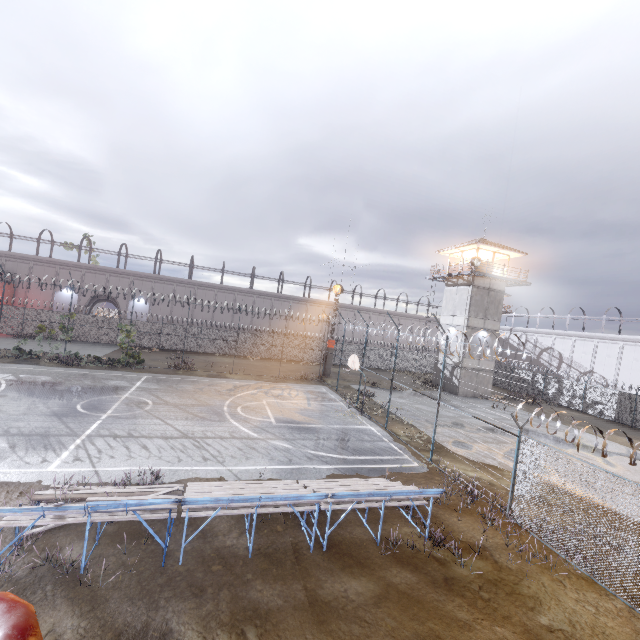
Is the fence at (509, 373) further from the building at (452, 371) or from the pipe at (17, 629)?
the building at (452, 371)

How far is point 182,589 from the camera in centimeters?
634cm

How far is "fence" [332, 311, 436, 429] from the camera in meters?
17.9

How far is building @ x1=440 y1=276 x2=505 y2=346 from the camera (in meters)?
31.08

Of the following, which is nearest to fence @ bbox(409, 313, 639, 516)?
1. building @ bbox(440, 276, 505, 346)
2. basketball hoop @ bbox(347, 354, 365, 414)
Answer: basketball hoop @ bbox(347, 354, 365, 414)

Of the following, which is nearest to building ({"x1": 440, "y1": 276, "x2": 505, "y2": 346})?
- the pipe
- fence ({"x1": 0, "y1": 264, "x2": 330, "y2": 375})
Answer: fence ({"x1": 0, "y1": 264, "x2": 330, "y2": 375})

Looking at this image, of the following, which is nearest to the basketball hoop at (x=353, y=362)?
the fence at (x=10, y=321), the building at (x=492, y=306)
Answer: the fence at (x=10, y=321)

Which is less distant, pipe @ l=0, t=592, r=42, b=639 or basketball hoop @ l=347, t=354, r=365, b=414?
pipe @ l=0, t=592, r=42, b=639
